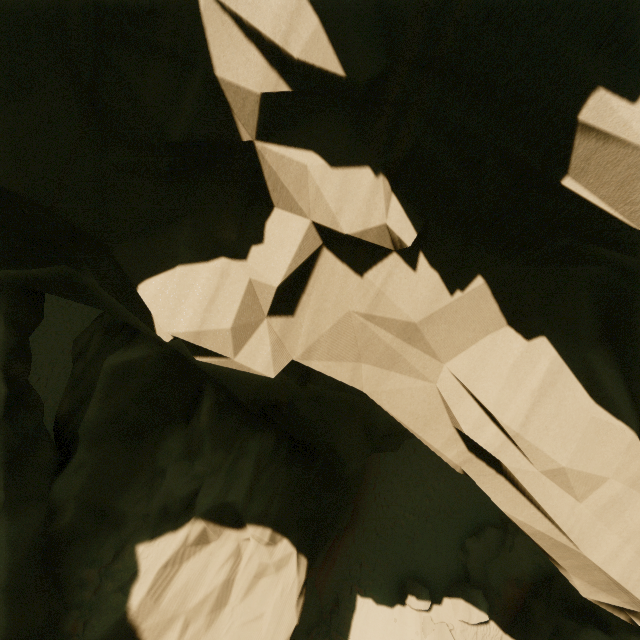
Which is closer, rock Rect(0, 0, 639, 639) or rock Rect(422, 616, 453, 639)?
rock Rect(0, 0, 639, 639)

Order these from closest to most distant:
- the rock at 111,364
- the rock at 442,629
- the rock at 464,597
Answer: the rock at 111,364, the rock at 442,629, the rock at 464,597

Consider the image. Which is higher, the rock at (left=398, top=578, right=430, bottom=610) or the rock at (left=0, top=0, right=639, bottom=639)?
the rock at (left=0, top=0, right=639, bottom=639)

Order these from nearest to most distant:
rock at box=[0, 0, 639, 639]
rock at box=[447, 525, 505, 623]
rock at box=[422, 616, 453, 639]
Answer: rock at box=[0, 0, 639, 639], rock at box=[422, 616, 453, 639], rock at box=[447, 525, 505, 623]

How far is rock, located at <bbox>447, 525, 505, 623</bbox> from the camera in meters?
15.4

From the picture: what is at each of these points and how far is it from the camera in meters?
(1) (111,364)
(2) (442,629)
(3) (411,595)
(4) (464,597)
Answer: (1) rock, 8.6 m
(2) rock, 14.9 m
(3) rock, 15.5 m
(4) rock, 15.7 m

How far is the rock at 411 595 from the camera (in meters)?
15.20
